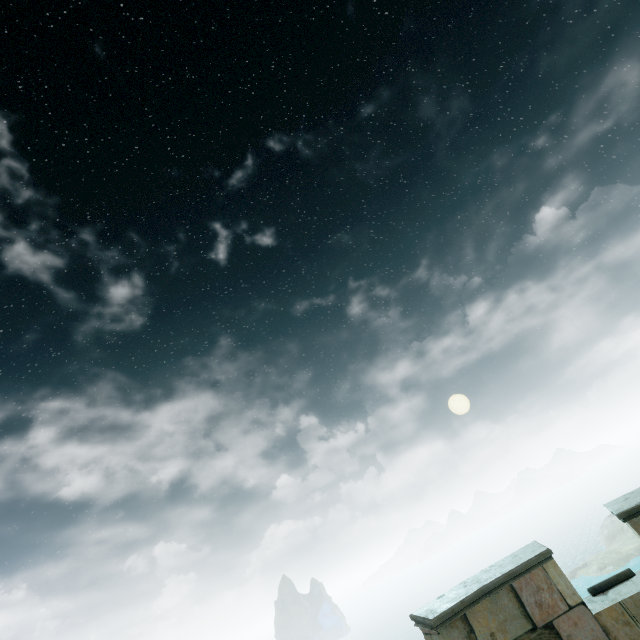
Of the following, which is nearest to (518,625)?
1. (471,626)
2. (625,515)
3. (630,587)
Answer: (471,626)
